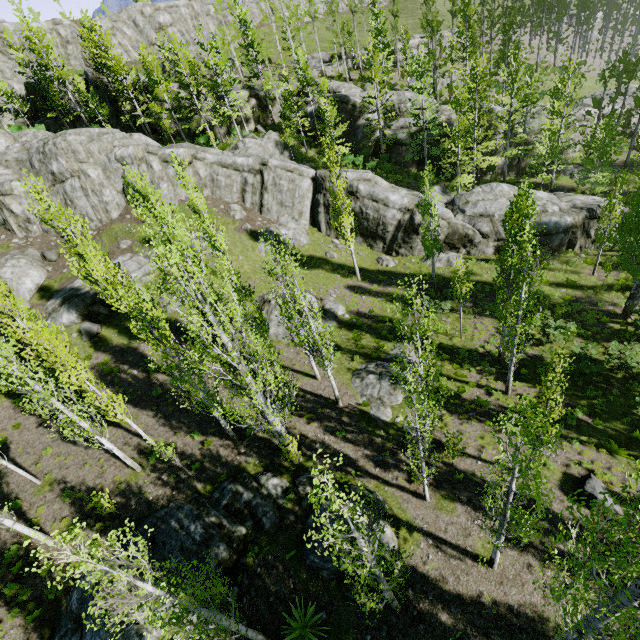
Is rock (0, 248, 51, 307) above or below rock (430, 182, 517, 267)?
above

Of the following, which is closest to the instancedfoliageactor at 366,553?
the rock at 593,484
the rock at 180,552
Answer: the rock at 180,552

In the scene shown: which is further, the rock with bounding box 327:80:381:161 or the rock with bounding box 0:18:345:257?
the rock with bounding box 327:80:381:161

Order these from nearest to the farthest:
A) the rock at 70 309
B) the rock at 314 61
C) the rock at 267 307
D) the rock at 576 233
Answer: the rock at 267 307, the rock at 70 309, the rock at 576 233, the rock at 314 61

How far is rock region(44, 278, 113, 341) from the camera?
23.8m

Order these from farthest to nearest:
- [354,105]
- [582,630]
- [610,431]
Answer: [354,105] < [610,431] < [582,630]

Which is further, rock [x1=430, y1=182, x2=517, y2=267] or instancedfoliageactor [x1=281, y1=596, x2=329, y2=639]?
rock [x1=430, y1=182, x2=517, y2=267]
